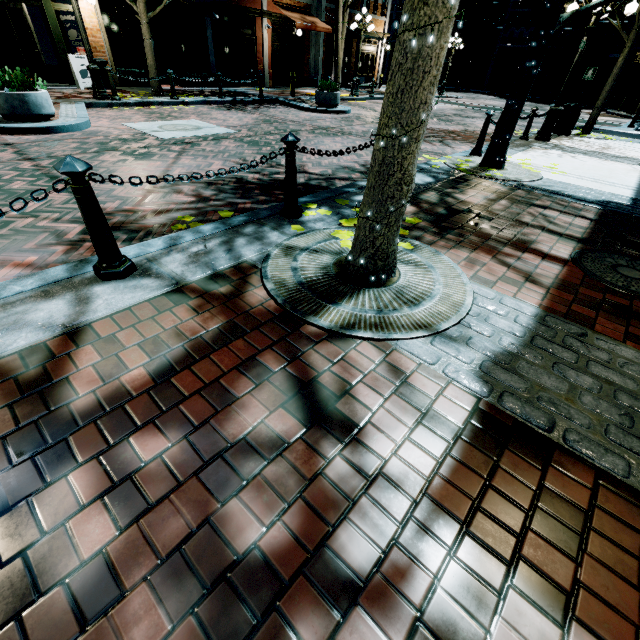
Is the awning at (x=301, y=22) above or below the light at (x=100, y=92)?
above

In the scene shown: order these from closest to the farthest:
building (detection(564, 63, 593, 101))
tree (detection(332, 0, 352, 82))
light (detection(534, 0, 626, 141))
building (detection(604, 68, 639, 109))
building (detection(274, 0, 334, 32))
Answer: light (detection(534, 0, 626, 141)) → tree (detection(332, 0, 352, 82)) → building (detection(274, 0, 334, 32)) → building (detection(604, 68, 639, 109)) → building (detection(564, 63, 593, 101))

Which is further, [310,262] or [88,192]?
[310,262]

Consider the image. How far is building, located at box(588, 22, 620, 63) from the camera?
28.9 meters

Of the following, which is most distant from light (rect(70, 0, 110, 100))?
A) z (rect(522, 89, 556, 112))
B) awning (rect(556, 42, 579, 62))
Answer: awning (rect(556, 42, 579, 62))

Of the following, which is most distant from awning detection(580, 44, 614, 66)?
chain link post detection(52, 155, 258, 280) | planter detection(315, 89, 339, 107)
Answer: chain link post detection(52, 155, 258, 280)

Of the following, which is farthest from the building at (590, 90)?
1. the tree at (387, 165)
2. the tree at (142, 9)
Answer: the tree at (142, 9)
